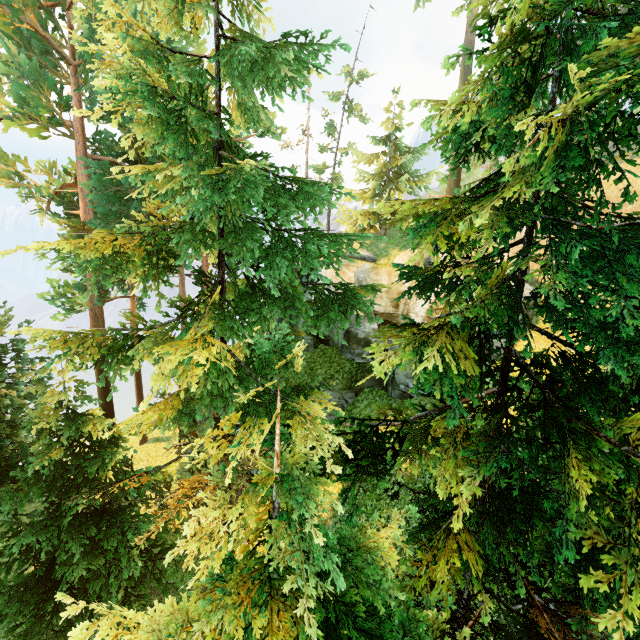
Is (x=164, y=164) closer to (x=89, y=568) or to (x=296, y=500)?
(x=296, y=500)
